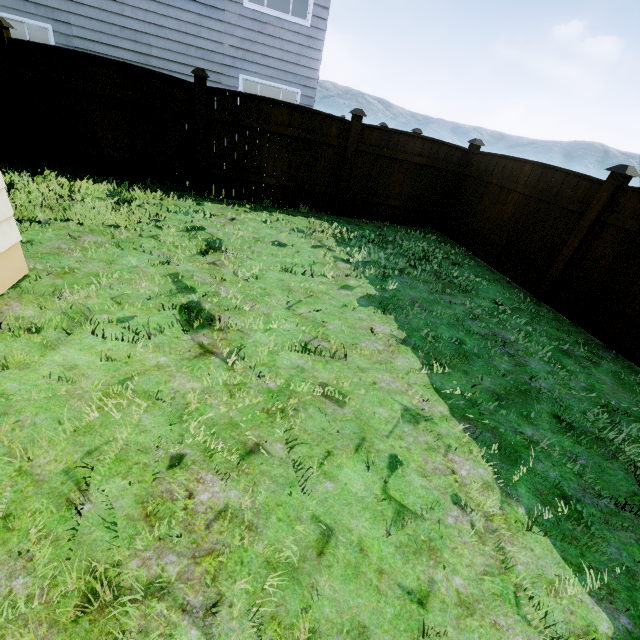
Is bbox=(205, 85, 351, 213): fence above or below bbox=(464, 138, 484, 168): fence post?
below

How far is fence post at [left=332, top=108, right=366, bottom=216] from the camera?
6.78m

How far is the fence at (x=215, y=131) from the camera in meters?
6.4 m

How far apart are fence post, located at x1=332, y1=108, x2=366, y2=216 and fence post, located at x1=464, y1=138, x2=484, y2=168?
2.7 meters

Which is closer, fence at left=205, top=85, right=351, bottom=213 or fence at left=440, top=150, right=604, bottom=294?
fence at left=440, top=150, right=604, bottom=294

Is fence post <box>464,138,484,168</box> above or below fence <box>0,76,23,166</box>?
above

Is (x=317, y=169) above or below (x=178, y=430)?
above

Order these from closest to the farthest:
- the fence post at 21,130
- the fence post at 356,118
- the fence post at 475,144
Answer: the fence post at 21,130 < the fence post at 356,118 < the fence post at 475,144
